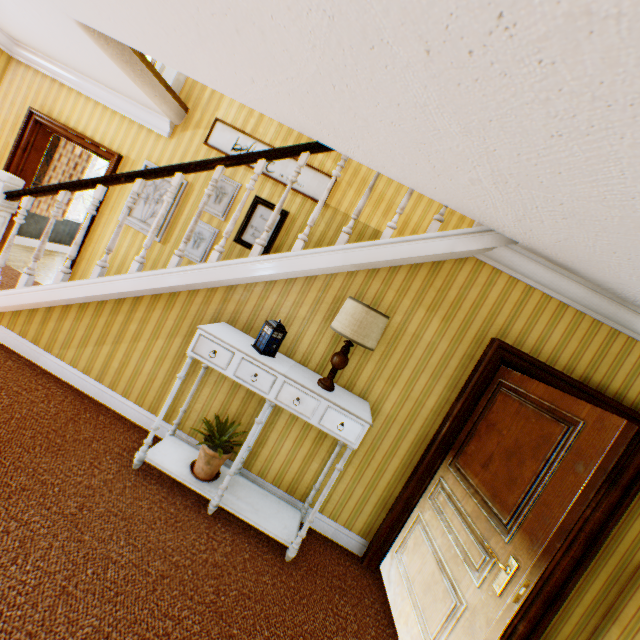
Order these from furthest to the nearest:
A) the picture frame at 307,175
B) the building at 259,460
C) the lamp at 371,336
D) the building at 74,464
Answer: the picture frame at 307,175
the building at 259,460
the lamp at 371,336
the building at 74,464

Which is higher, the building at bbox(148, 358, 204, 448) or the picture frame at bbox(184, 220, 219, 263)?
the picture frame at bbox(184, 220, 219, 263)

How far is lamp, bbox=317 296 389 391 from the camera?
2.5m

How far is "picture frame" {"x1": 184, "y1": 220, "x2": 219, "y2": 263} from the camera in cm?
478

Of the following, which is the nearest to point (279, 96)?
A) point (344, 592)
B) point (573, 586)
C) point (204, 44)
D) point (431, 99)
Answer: point (204, 44)

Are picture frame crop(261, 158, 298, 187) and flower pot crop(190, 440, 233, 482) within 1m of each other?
no

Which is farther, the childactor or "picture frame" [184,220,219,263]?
"picture frame" [184,220,219,263]

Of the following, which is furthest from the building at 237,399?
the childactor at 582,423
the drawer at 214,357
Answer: the drawer at 214,357
